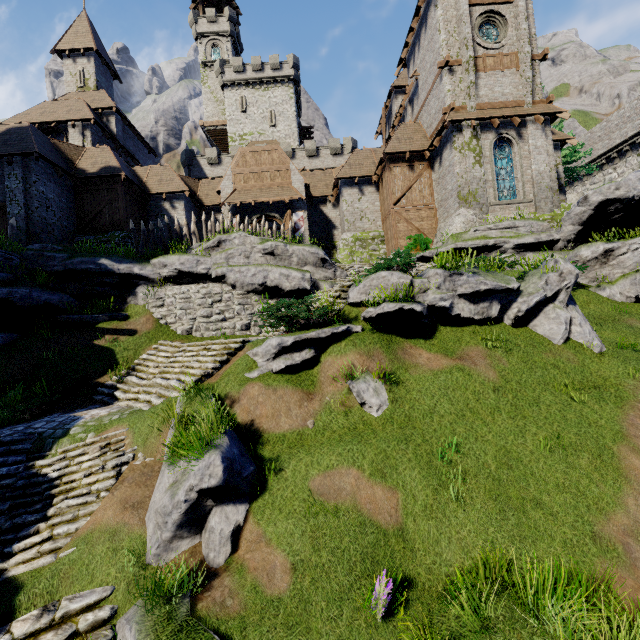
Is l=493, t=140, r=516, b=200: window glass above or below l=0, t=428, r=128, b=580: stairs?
above

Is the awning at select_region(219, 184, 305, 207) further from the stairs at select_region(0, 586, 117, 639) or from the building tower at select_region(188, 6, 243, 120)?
the building tower at select_region(188, 6, 243, 120)

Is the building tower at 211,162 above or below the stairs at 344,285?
above

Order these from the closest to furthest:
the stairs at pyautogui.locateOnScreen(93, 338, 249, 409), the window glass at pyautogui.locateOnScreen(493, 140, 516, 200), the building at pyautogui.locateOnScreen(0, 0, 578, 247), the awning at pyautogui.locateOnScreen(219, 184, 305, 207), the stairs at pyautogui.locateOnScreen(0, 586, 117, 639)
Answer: the stairs at pyautogui.locateOnScreen(0, 586, 117, 639) → the stairs at pyautogui.locateOnScreen(93, 338, 249, 409) → the building at pyautogui.locateOnScreen(0, 0, 578, 247) → the window glass at pyautogui.locateOnScreen(493, 140, 516, 200) → the awning at pyautogui.locateOnScreen(219, 184, 305, 207)

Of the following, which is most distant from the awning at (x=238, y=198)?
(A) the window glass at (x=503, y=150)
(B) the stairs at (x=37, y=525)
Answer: (B) the stairs at (x=37, y=525)

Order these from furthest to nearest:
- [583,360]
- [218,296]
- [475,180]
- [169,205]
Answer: [169,205] → [475,180] → [218,296] → [583,360]

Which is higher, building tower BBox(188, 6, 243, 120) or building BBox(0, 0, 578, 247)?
building tower BBox(188, 6, 243, 120)

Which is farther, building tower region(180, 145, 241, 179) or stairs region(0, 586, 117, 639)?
building tower region(180, 145, 241, 179)
